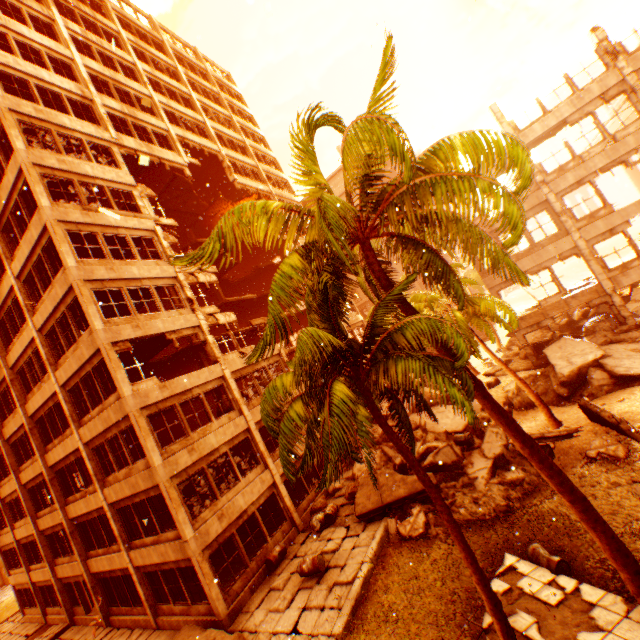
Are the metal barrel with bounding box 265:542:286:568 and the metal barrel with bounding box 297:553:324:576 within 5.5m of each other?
yes

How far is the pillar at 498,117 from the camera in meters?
18.0

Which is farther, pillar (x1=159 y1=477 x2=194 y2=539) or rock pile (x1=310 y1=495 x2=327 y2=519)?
rock pile (x1=310 y1=495 x2=327 y2=519)

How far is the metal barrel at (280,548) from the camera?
13.8m

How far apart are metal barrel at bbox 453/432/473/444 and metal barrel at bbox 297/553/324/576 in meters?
8.1 m

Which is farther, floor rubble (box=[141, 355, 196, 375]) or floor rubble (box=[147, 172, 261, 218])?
floor rubble (box=[147, 172, 261, 218])

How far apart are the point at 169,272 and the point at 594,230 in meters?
22.8 m

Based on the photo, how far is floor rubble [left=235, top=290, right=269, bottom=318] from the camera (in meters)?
29.72
